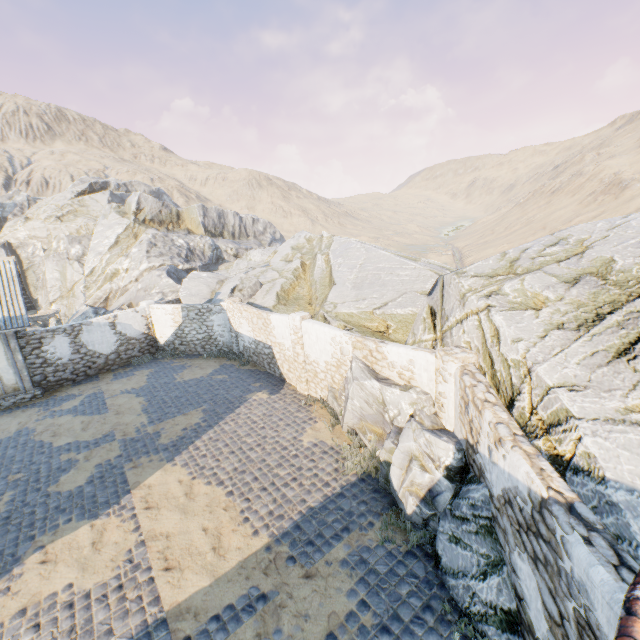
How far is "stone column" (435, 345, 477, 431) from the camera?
7.1 meters

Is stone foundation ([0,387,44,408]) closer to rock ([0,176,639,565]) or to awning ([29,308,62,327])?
awning ([29,308,62,327])

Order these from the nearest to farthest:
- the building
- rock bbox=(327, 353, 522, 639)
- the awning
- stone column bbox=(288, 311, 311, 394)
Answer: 1. rock bbox=(327, 353, 522, 639)
2. stone column bbox=(288, 311, 311, 394)
3. the building
4. the awning

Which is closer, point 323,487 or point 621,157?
point 323,487

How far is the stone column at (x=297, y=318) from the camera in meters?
12.1

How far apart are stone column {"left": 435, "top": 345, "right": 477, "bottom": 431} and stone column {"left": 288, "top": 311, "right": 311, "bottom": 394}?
5.57m

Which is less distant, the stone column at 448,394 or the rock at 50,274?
the rock at 50,274
